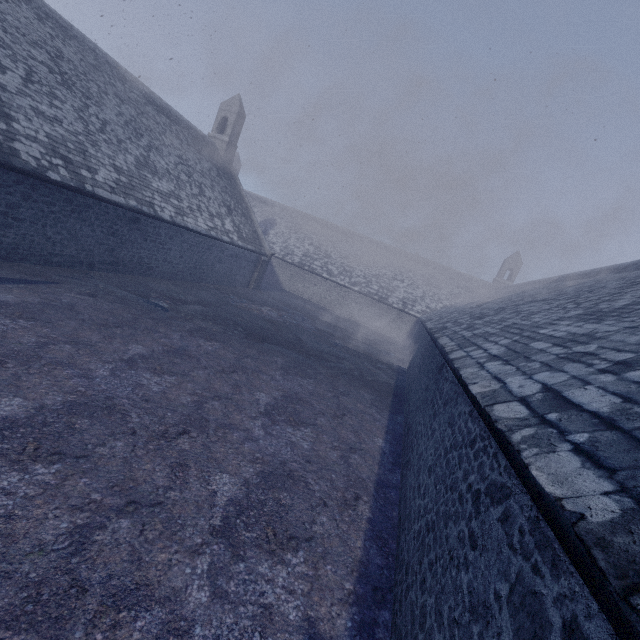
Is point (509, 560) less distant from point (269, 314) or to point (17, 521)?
point (17, 521)
